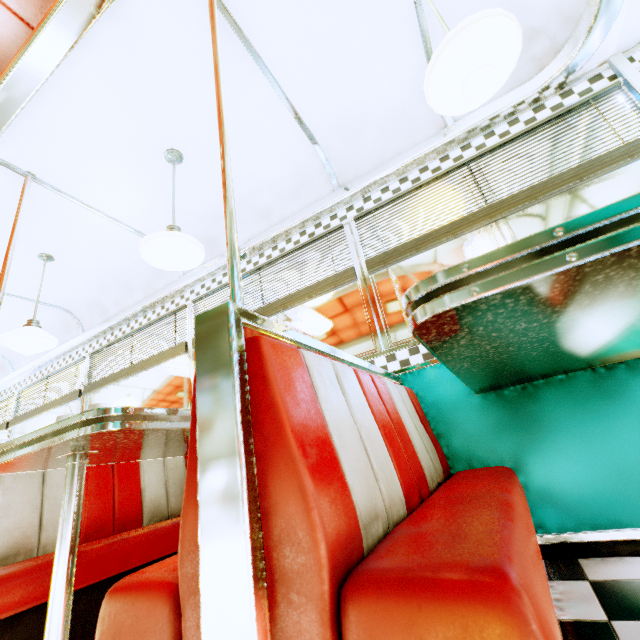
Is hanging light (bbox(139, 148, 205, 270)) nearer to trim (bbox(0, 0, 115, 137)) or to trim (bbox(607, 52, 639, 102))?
trim (bbox(0, 0, 115, 137))

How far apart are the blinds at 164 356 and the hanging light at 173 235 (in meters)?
1.23

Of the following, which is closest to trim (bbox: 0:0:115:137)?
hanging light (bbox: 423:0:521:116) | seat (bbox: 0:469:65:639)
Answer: hanging light (bbox: 423:0:521:116)

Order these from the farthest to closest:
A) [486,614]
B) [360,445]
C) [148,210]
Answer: [148,210] → [360,445] → [486,614]

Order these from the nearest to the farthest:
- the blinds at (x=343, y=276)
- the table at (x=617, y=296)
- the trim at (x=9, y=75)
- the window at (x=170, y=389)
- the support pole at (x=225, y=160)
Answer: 1. the table at (x=617, y=296)
2. the support pole at (x=225, y=160)
3. the trim at (x=9, y=75)
4. the blinds at (x=343, y=276)
5. the window at (x=170, y=389)

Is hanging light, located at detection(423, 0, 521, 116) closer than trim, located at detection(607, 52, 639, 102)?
Yes

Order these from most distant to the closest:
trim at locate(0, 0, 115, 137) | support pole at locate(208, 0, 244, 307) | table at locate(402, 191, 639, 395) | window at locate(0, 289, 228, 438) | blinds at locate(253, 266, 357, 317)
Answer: window at locate(0, 289, 228, 438)
blinds at locate(253, 266, 357, 317)
trim at locate(0, 0, 115, 137)
support pole at locate(208, 0, 244, 307)
table at locate(402, 191, 639, 395)

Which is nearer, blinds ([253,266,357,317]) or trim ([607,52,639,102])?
trim ([607,52,639,102])
